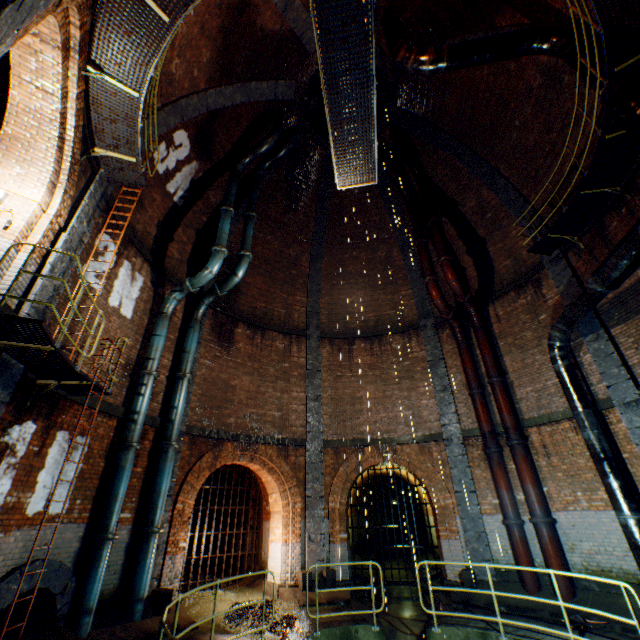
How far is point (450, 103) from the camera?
12.70m

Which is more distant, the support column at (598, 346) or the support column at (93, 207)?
the support column at (598, 346)

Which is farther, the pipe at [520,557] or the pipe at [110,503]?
the pipe at [520,557]

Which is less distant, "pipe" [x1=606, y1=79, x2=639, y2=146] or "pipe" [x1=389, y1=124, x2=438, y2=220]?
"pipe" [x1=606, y1=79, x2=639, y2=146]

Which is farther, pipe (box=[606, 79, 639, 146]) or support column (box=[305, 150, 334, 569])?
support column (box=[305, 150, 334, 569])

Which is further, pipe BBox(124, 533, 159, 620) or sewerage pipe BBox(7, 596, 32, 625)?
pipe BBox(124, 533, 159, 620)

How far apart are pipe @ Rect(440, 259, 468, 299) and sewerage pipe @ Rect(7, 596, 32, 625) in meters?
12.4

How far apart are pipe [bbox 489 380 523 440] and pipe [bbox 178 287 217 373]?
9.6 meters
